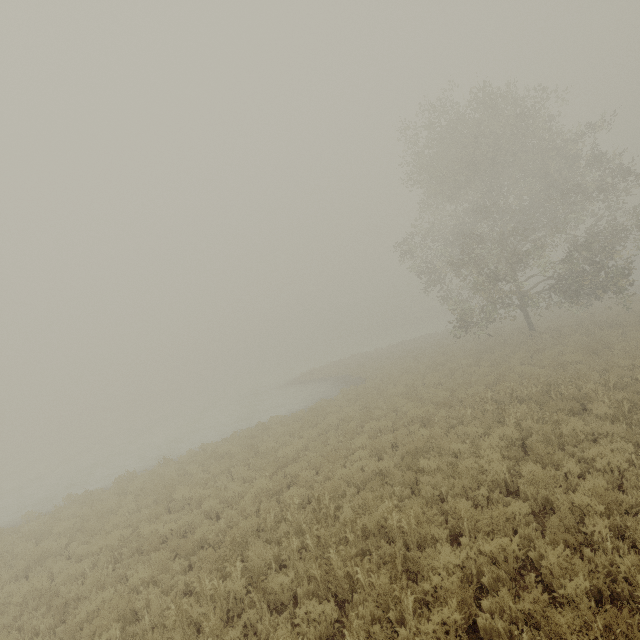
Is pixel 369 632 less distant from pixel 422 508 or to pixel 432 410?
pixel 422 508
